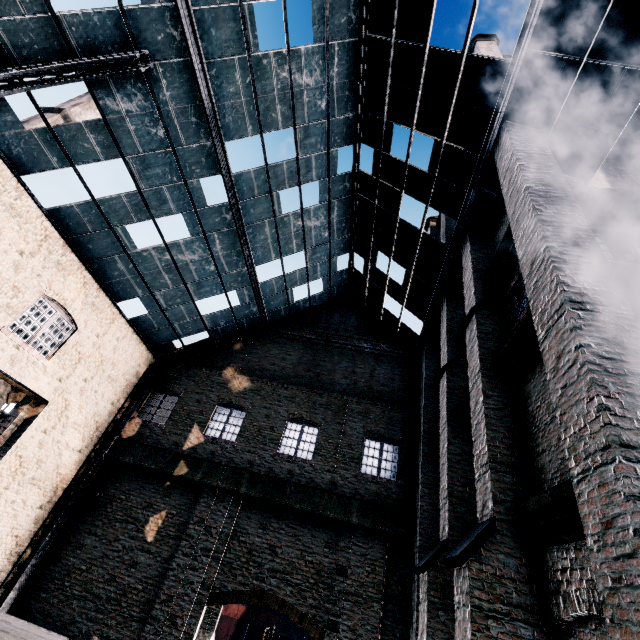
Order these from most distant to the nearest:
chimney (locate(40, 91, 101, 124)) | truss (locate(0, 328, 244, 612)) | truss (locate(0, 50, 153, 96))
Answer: chimney (locate(40, 91, 101, 124))
truss (locate(0, 328, 244, 612))
truss (locate(0, 50, 153, 96))

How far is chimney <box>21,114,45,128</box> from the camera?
28.2m

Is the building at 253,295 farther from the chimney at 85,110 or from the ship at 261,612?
the ship at 261,612

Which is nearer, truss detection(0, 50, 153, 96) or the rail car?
truss detection(0, 50, 153, 96)

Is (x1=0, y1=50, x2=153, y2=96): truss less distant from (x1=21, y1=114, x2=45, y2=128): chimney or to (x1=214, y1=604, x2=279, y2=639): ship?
(x1=21, y1=114, x2=45, y2=128): chimney

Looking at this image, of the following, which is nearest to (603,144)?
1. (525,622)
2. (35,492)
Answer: (525,622)

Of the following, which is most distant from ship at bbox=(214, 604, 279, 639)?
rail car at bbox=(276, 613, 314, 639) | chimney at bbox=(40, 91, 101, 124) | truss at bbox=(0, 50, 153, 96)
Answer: truss at bbox=(0, 50, 153, 96)

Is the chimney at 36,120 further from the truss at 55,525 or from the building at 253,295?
the truss at 55,525
